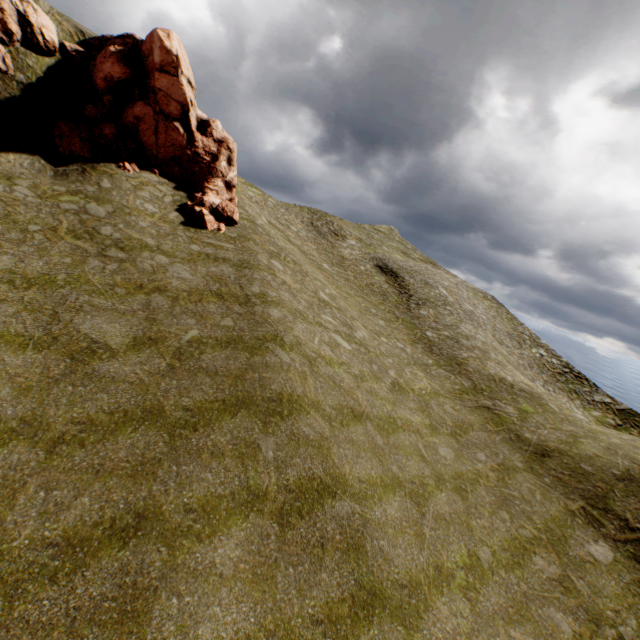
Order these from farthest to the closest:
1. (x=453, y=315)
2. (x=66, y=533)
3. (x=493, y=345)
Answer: (x=493, y=345) < (x=453, y=315) < (x=66, y=533)
